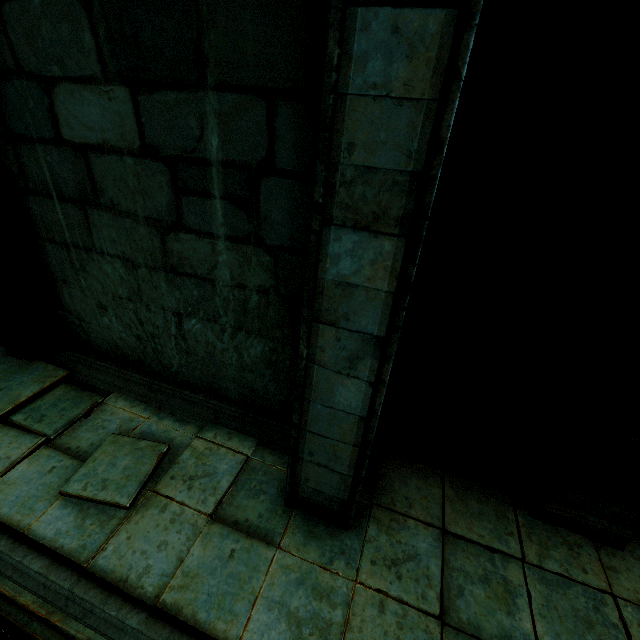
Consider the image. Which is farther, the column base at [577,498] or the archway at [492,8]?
the column base at [577,498]

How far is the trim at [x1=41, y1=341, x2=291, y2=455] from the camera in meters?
4.3 m

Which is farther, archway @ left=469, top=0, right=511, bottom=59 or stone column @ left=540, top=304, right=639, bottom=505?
stone column @ left=540, top=304, right=639, bottom=505

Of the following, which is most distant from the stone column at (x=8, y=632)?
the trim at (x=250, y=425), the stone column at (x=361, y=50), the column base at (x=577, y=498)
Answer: the column base at (x=577, y=498)

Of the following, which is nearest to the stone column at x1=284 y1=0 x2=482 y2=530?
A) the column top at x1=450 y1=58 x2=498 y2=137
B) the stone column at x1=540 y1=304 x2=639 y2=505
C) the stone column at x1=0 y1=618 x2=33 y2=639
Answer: the column top at x1=450 y1=58 x2=498 y2=137

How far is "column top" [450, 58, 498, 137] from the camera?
2.1 meters

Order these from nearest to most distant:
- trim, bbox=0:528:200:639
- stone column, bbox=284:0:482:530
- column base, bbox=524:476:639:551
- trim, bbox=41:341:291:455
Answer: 1. stone column, bbox=284:0:482:530
2. trim, bbox=0:528:200:639
3. column base, bbox=524:476:639:551
4. trim, bbox=41:341:291:455

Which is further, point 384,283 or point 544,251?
point 544,251
